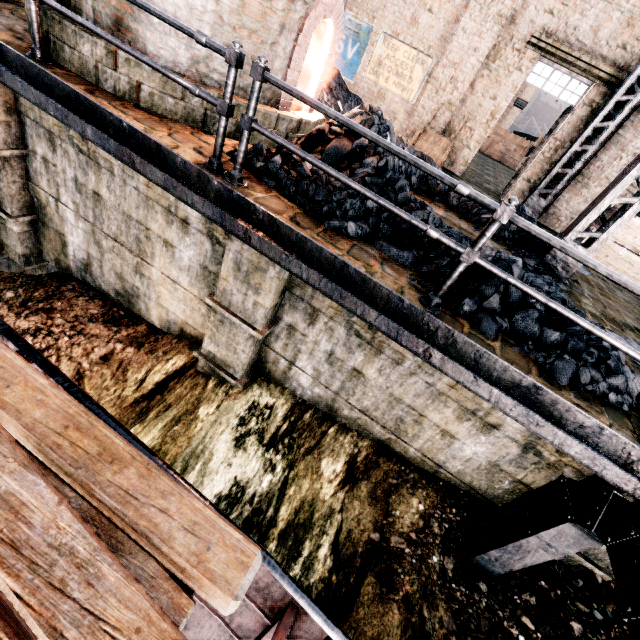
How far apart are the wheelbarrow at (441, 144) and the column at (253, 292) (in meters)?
7.47

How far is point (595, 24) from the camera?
9.28m

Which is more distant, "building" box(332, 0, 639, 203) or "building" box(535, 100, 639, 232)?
"building" box(535, 100, 639, 232)

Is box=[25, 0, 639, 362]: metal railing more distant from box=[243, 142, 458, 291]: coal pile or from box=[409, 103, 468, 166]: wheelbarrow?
box=[409, 103, 468, 166]: wheelbarrow

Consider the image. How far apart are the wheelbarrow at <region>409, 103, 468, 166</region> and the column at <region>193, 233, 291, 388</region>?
7.5 meters

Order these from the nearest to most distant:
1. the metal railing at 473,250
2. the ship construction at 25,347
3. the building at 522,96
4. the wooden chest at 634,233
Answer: the ship construction at 25,347, the metal railing at 473,250, the wooden chest at 634,233, the building at 522,96

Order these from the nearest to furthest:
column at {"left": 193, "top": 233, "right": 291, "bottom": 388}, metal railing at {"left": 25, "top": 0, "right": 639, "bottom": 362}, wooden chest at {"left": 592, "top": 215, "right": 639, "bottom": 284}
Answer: metal railing at {"left": 25, "top": 0, "right": 639, "bottom": 362}, column at {"left": 193, "top": 233, "right": 291, "bottom": 388}, wooden chest at {"left": 592, "top": 215, "right": 639, "bottom": 284}

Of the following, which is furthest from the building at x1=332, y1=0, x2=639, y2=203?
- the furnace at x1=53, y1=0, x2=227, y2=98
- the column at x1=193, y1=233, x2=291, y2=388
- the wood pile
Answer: the column at x1=193, y1=233, x2=291, y2=388
